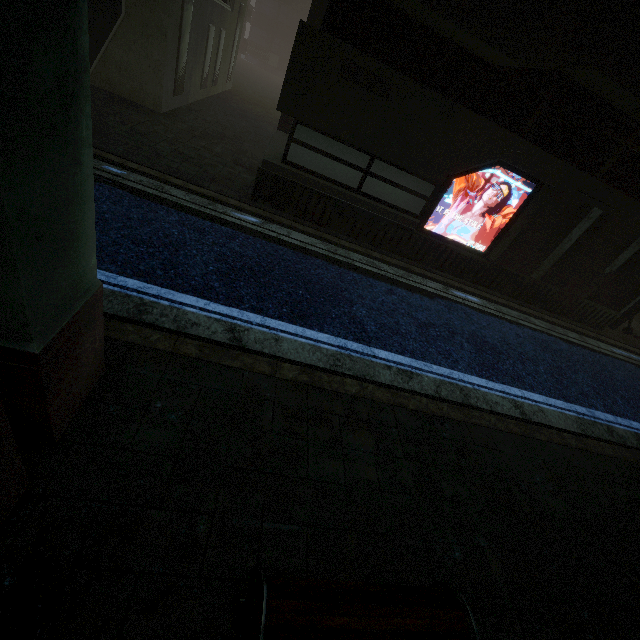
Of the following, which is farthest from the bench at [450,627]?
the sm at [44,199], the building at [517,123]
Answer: Result: the sm at [44,199]

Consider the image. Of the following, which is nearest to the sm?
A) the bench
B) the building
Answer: the building

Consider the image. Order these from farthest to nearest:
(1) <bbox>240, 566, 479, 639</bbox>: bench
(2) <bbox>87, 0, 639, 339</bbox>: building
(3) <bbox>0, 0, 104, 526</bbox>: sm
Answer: (2) <bbox>87, 0, 639, 339</bbox>: building, (1) <bbox>240, 566, 479, 639</bbox>: bench, (3) <bbox>0, 0, 104, 526</bbox>: sm

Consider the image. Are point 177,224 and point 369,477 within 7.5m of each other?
yes

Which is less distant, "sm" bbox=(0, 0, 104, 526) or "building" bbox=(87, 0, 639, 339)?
"sm" bbox=(0, 0, 104, 526)

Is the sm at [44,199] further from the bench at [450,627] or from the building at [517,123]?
the bench at [450,627]

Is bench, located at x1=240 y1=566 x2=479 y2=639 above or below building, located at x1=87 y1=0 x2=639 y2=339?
below

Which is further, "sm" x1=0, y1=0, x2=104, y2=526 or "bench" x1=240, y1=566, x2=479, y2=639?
"bench" x1=240, y1=566, x2=479, y2=639
